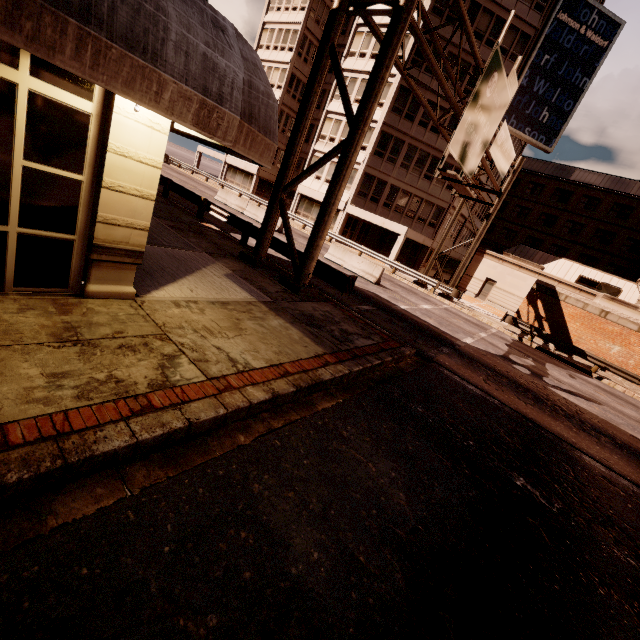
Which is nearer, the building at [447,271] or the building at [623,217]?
the building at [623,217]

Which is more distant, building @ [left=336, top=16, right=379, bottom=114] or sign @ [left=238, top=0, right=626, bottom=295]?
building @ [left=336, top=16, right=379, bottom=114]

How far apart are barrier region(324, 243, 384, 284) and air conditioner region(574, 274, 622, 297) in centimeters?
2378cm

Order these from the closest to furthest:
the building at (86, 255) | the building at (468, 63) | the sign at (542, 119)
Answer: the building at (86, 255) < the sign at (542, 119) < the building at (468, 63)

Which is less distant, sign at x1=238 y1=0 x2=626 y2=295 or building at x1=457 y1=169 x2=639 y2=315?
sign at x1=238 y1=0 x2=626 y2=295

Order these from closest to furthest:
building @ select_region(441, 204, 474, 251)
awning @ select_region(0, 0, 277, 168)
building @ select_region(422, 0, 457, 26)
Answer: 1. awning @ select_region(0, 0, 277, 168)
2. building @ select_region(422, 0, 457, 26)
3. building @ select_region(441, 204, 474, 251)

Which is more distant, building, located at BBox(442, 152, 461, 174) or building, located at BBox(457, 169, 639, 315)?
building, located at BBox(457, 169, 639, 315)

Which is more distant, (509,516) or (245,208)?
(245,208)
